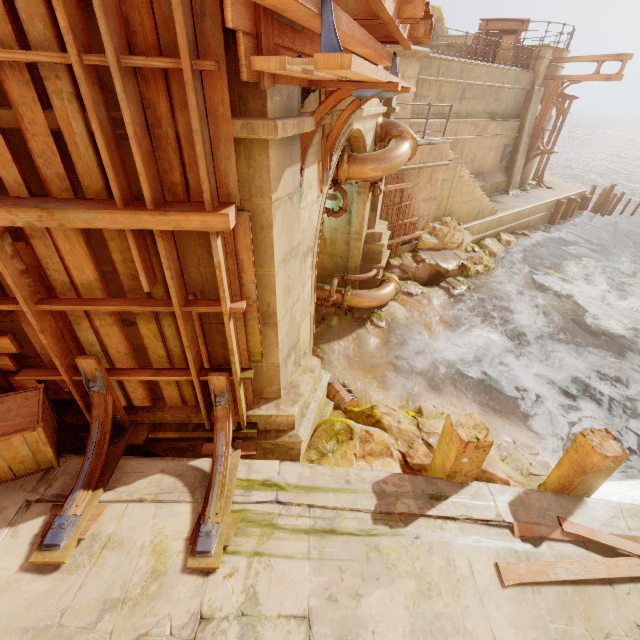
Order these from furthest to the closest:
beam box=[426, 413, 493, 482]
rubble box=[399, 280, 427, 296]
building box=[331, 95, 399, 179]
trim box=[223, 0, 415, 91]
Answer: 1. rubble box=[399, 280, 427, 296]
2. building box=[331, 95, 399, 179]
3. beam box=[426, 413, 493, 482]
4. trim box=[223, 0, 415, 91]

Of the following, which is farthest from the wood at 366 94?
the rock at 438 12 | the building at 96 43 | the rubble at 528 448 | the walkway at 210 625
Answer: the rock at 438 12

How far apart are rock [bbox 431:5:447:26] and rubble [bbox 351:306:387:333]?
21.9 meters

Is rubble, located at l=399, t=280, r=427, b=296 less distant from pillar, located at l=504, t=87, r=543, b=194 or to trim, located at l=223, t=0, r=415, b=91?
trim, located at l=223, t=0, r=415, b=91

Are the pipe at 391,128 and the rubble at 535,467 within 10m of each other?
yes

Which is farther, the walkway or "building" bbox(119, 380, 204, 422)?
"building" bbox(119, 380, 204, 422)

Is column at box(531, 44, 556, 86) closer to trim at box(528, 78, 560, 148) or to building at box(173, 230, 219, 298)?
trim at box(528, 78, 560, 148)

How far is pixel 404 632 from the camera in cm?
284
